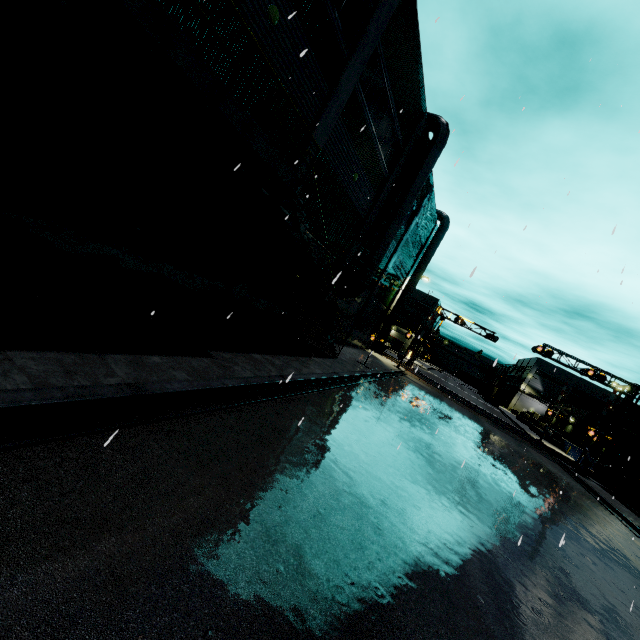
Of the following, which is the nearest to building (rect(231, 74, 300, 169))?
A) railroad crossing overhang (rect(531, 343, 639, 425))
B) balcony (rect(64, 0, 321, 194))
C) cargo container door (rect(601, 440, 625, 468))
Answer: balcony (rect(64, 0, 321, 194))

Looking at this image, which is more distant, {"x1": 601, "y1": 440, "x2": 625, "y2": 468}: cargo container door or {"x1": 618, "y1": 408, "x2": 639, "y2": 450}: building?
{"x1": 618, "y1": 408, "x2": 639, "y2": 450}: building

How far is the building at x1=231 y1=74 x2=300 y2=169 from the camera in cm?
880

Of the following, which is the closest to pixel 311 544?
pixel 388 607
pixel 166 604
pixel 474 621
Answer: pixel 388 607

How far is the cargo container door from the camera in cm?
2792

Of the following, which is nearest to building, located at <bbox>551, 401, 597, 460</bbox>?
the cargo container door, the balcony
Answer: the balcony

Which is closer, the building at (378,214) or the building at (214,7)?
the building at (214,7)

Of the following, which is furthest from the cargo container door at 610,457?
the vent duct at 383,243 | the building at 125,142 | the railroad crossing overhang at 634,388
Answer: the vent duct at 383,243
